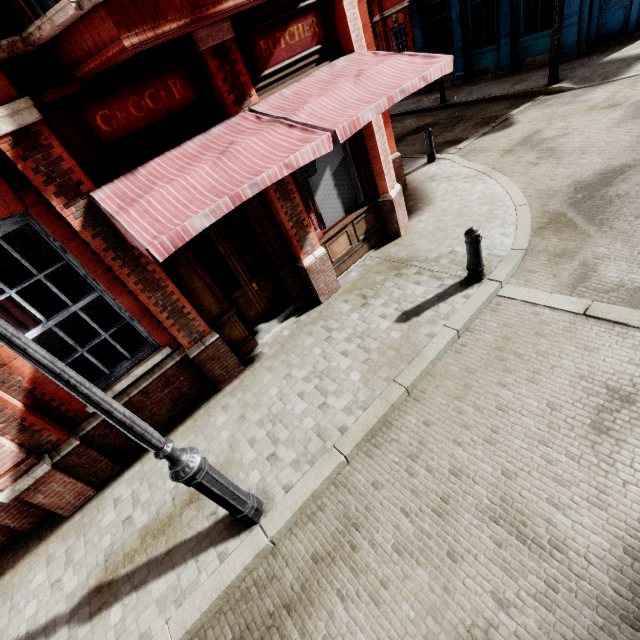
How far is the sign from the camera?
6.1 meters

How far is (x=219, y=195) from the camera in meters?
3.5 m

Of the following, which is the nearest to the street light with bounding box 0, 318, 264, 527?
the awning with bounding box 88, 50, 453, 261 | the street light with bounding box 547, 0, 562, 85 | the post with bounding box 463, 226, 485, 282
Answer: the awning with bounding box 88, 50, 453, 261

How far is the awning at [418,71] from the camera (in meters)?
3.32

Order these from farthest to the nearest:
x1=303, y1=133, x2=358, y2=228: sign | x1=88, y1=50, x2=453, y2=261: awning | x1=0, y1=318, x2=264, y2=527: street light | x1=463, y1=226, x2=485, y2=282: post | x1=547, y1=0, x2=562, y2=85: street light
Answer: x1=547, y1=0, x2=562, y2=85: street light < x1=303, y1=133, x2=358, y2=228: sign < x1=463, y1=226, x2=485, y2=282: post < x1=88, y1=50, x2=453, y2=261: awning < x1=0, y1=318, x2=264, y2=527: street light

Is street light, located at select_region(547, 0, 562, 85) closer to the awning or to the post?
the awning

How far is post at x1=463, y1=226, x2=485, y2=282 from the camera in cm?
498

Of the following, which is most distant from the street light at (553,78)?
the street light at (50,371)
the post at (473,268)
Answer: the street light at (50,371)
